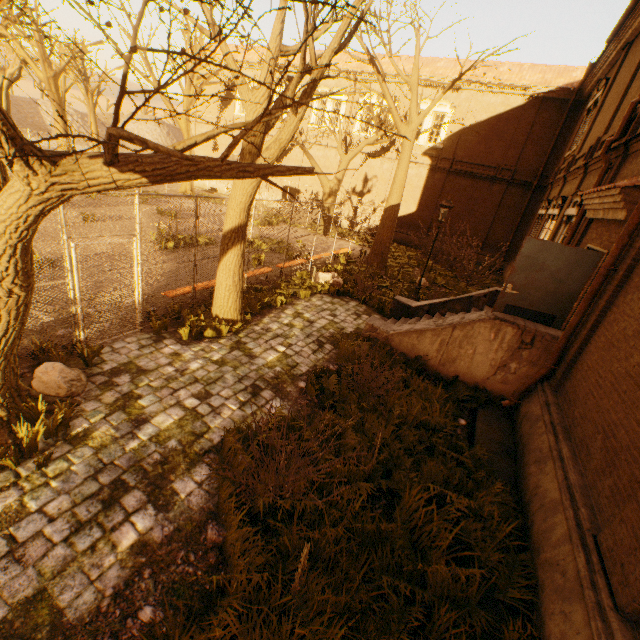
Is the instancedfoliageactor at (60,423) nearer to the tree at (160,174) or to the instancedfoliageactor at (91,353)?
the tree at (160,174)

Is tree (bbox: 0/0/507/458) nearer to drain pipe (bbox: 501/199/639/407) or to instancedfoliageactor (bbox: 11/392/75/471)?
instancedfoliageactor (bbox: 11/392/75/471)

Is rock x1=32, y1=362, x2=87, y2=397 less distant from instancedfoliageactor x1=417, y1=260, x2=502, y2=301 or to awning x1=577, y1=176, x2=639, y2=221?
awning x1=577, y1=176, x2=639, y2=221

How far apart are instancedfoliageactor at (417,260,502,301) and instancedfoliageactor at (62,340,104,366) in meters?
14.5 m

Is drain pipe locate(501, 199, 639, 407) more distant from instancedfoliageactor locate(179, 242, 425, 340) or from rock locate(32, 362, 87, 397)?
rock locate(32, 362, 87, 397)

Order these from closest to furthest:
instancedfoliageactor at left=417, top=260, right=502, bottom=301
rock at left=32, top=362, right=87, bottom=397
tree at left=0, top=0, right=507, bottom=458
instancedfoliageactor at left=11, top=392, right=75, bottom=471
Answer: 1. tree at left=0, top=0, right=507, bottom=458
2. instancedfoliageactor at left=11, top=392, right=75, bottom=471
3. rock at left=32, top=362, right=87, bottom=397
4. instancedfoliageactor at left=417, top=260, right=502, bottom=301

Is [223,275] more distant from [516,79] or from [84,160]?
[516,79]

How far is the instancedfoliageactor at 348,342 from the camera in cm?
744
